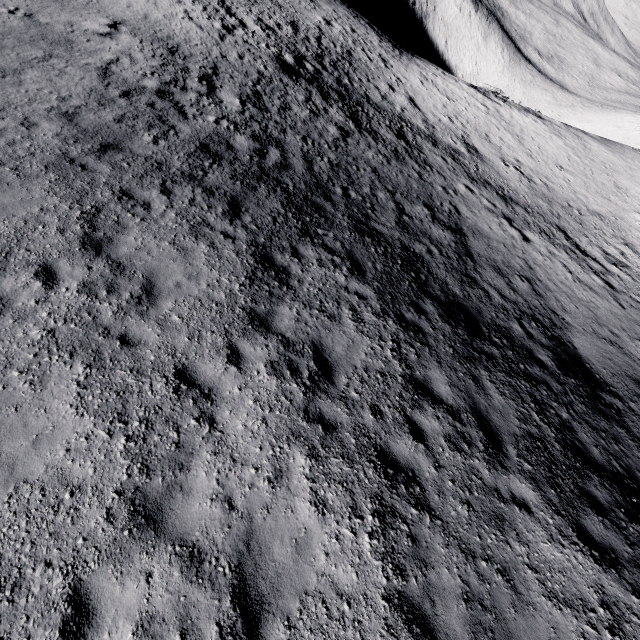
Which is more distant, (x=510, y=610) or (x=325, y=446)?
(x=325, y=446)
